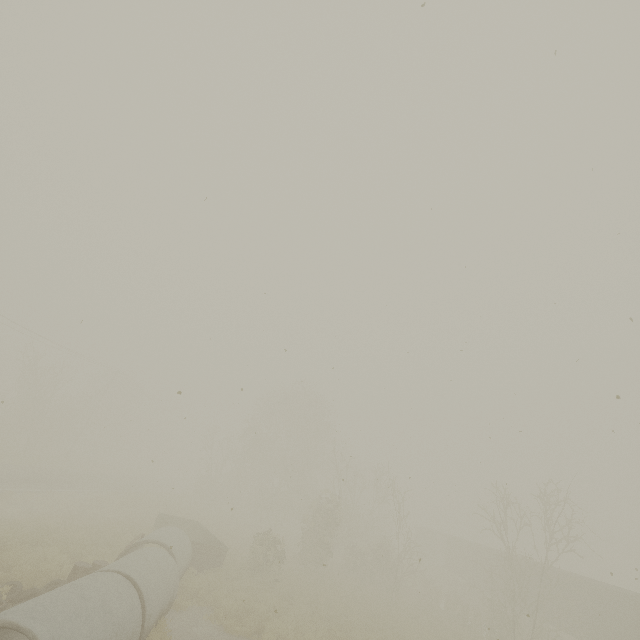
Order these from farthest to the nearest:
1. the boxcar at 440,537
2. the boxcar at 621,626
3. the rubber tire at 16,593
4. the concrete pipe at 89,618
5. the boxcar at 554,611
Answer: the boxcar at 440,537 → the boxcar at 554,611 → the boxcar at 621,626 → the rubber tire at 16,593 → the concrete pipe at 89,618

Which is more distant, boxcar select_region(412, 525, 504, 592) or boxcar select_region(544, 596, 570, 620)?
boxcar select_region(412, 525, 504, 592)

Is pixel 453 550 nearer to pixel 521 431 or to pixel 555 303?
pixel 521 431

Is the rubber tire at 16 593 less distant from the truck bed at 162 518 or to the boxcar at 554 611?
the truck bed at 162 518

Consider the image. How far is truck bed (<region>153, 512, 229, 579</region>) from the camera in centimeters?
1670cm

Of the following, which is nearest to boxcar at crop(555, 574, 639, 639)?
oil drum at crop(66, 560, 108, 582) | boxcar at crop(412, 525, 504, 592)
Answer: boxcar at crop(412, 525, 504, 592)

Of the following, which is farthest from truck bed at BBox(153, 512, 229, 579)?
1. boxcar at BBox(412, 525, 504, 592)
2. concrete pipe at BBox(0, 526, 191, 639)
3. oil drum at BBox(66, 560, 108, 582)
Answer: boxcar at BBox(412, 525, 504, 592)

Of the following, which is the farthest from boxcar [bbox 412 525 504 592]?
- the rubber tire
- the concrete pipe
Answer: the rubber tire
